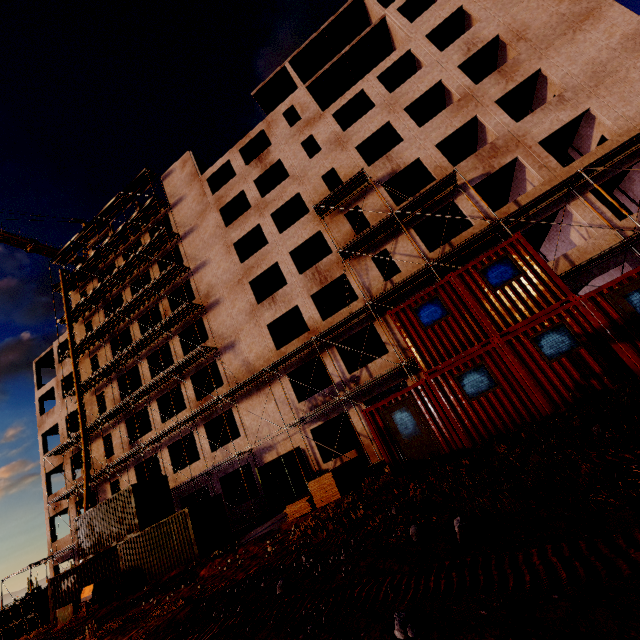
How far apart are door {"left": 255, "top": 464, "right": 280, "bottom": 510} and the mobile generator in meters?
8.6 m

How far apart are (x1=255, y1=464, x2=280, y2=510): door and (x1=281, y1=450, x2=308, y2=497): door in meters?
→ 1.8

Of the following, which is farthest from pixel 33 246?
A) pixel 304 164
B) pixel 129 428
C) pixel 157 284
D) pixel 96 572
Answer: pixel 96 572

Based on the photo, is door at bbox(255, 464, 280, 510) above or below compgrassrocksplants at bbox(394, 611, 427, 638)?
above

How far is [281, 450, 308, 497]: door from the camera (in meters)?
19.16

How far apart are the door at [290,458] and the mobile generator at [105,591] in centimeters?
1035cm

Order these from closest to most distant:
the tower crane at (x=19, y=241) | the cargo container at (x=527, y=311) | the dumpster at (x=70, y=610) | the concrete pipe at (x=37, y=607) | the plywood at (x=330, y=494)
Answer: the cargo container at (x=527, y=311) < the plywood at (x=330, y=494) < the dumpster at (x=70, y=610) < the concrete pipe at (x=37, y=607) < the tower crane at (x=19, y=241)

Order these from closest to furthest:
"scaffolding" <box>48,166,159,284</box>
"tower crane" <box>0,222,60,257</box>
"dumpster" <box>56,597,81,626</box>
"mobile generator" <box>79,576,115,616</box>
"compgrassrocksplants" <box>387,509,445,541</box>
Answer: "compgrassrocksplants" <box>387,509,445,541</box>, "mobile generator" <box>79,576,115,616</box>, "dumpster" <box>56,597,81,626</box>, "scaffolding" <box>48,166,159,284</box>, "tower crane" <box>0,222,60,257</box>
